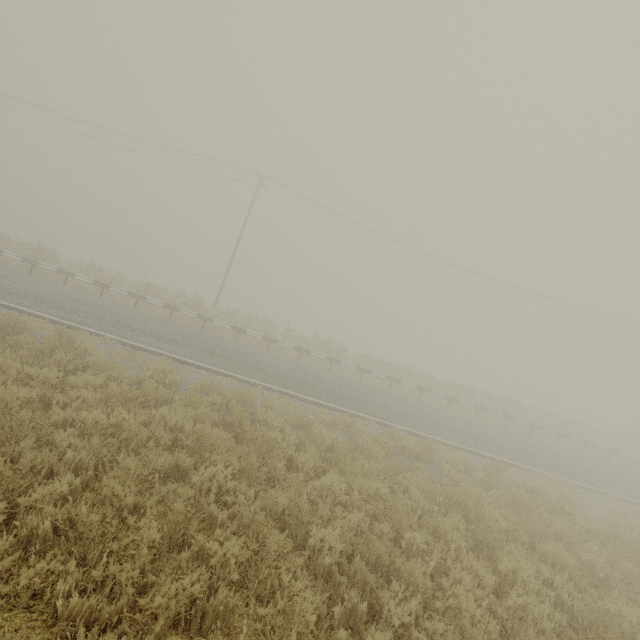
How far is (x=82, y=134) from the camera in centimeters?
2531cm
